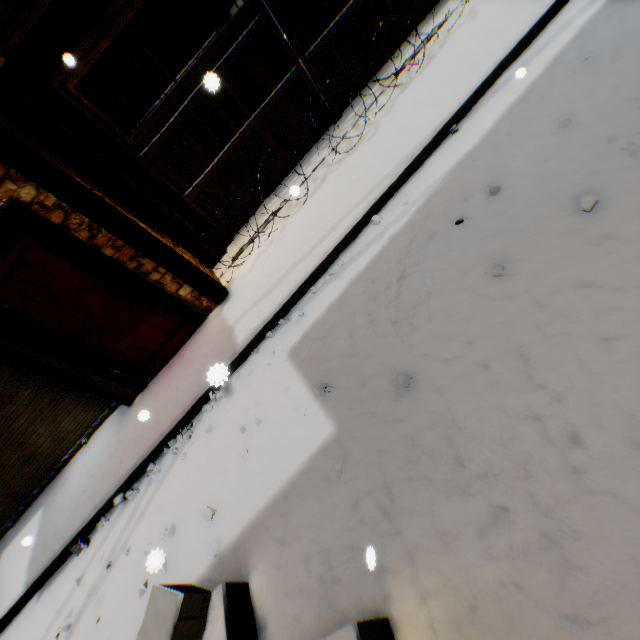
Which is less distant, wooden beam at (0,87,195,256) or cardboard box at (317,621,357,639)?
cardboard box at (317,621,357,639)

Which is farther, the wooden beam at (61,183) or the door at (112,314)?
the door at (112,314)

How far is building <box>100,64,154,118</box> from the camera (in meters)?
8.21

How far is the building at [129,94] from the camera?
8.2 meters

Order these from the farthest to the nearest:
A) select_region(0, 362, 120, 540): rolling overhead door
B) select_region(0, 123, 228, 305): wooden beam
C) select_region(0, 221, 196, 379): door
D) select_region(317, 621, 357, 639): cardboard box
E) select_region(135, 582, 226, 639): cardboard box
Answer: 1. select_region(0, 362, 120, 540): rolling overhead door
2. select_region(0, 221, 196, 379): door
3. select_region(0, 123, 228, 305): wooden beam
4. select_region(135, 582, 226, 639): cardboard box
5. select_region(317, 621, 357, 639): cardboard box

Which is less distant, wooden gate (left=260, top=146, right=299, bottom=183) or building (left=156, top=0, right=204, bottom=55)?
wooden gate (left=260, top=146, right=299, bottom=183)

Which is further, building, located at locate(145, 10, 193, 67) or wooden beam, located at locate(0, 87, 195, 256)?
building, located at locate(145, 10, 193, 67)

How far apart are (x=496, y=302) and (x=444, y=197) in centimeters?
151cm
